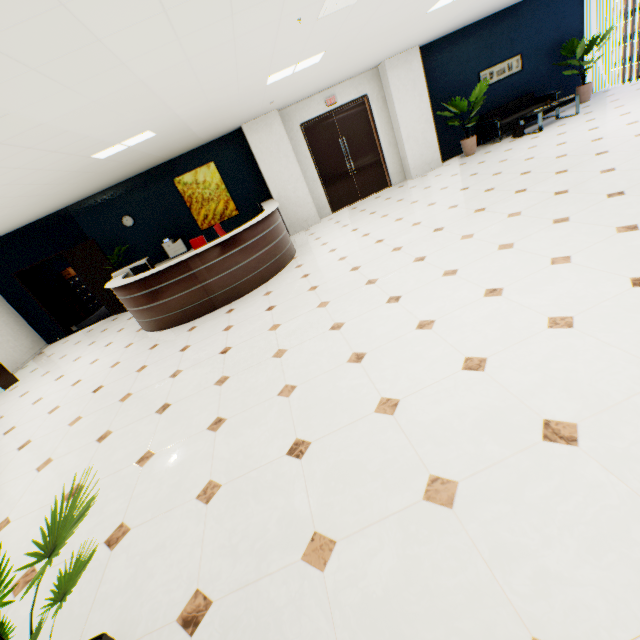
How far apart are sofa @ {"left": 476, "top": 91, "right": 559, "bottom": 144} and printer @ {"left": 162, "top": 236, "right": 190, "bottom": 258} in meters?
9.3 m

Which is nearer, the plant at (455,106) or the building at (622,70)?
the plant at (455,106)

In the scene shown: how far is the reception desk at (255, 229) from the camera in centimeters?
576cm

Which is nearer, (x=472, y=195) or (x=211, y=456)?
(x=211, y=456)

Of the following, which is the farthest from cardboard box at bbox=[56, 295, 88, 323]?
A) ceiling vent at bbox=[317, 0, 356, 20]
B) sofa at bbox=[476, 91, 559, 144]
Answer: sofa at bbox=[476, 91, 559, 144]

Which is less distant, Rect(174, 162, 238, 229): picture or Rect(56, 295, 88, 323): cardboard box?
Rect(174, 162, 238, 229): picture

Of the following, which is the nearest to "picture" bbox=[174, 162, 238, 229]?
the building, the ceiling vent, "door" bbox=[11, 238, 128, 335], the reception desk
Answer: the reception desk

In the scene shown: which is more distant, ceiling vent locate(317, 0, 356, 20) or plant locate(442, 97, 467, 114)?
plant locate(442, 97, 467, 114)
